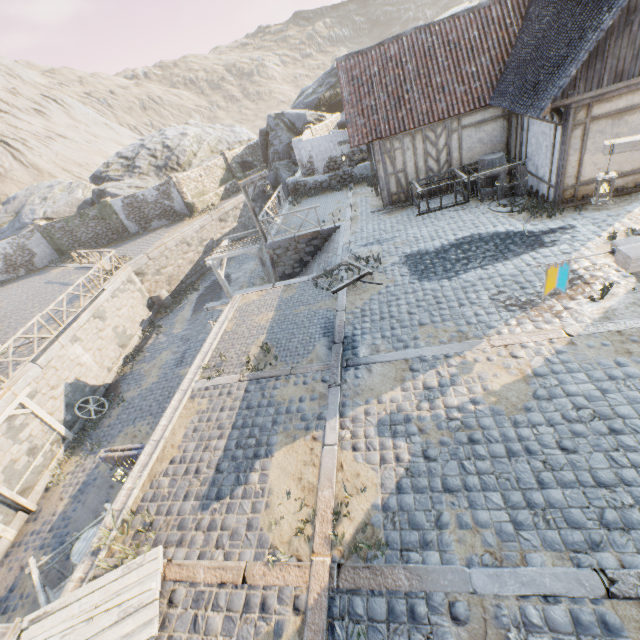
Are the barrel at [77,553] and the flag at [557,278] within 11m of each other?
yes

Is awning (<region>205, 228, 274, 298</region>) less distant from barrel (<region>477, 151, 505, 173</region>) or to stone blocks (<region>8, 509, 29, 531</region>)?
stone blocks (<region>8, 509, 29, 531</region>)

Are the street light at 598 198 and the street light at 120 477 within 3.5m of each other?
no

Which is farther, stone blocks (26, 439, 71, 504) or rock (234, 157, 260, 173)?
rock (234, 157, 260, 173)

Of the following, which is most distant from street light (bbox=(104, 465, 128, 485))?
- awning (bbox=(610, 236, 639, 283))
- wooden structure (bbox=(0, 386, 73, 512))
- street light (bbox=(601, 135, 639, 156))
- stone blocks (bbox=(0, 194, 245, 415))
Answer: street light (bbox=(601, 135, 639, 156))

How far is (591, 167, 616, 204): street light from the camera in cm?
625

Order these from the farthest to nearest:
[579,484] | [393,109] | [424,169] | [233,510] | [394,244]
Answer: [424,169] < [393,109] < [394,244] < [233,510] < [579,484]

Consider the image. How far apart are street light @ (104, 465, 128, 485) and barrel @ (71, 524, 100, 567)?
0.9 meters
